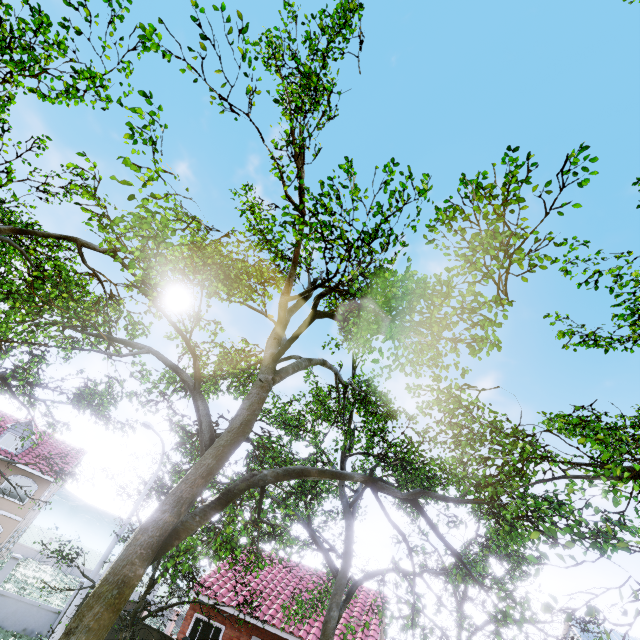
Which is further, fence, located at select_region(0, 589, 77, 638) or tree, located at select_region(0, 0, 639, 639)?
fence, located at select_region(0, 589, 77, 638)

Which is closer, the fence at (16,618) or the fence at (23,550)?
the fence at (16,618)

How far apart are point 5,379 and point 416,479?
15.2 meters

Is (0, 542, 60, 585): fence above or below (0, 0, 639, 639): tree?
below

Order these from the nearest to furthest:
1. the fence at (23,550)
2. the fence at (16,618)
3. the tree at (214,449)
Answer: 1. the tree at (214,449)
2. the fence at (16,618)
3. the fence at (23,550)

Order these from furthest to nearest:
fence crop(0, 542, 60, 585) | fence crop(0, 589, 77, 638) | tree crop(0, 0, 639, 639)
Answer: fence crop(0, 542, 60, 585) → fence crop(0, 589, 77, 638) → tree crop(0, 0, 639, 639)

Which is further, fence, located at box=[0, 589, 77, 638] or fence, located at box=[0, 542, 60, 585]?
fence, located at box=[0, 542, 60, 585]
